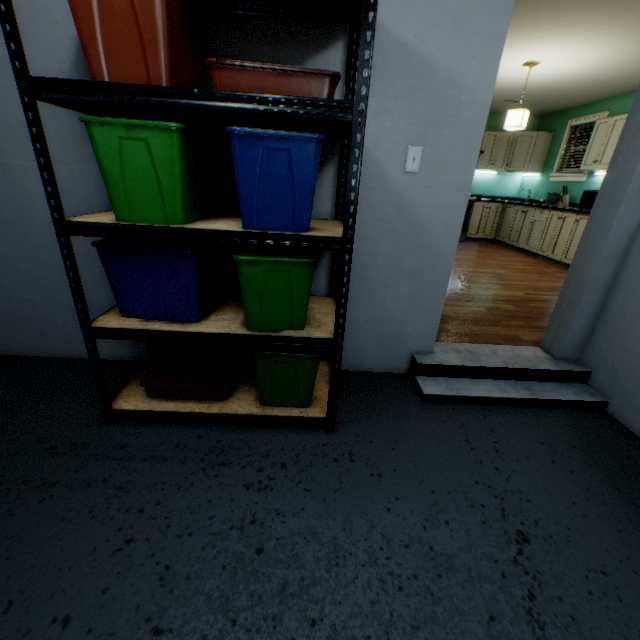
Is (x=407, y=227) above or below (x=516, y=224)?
above

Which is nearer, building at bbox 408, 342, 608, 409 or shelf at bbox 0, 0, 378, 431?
shelf at bbox 0, 0, 378, 431

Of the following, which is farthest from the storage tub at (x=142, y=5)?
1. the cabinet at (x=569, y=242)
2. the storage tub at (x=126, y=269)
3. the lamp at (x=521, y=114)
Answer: the cabinet at (x=569, y=242)

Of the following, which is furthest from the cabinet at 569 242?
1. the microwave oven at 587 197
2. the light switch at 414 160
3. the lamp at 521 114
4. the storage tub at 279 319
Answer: the storage tub at 279 319

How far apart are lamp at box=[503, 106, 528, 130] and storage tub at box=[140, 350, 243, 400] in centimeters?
448cm

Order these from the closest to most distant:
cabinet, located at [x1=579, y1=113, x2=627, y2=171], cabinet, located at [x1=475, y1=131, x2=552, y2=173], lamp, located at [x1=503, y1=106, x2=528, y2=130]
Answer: lamp, located at [x1=503, y1=106, x2=528, y2=130] < cabinet, located at [x1=579, y1=113, x2=627, y2=171] < cabinet, located at [x1=475, y1=131, x2=552, y2=173]

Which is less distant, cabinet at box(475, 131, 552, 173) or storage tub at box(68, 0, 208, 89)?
storage tub at box(68, 0, 208, 89)

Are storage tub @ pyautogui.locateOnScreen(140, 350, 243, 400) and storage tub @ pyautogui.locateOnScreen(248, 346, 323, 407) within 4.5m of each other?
yes
